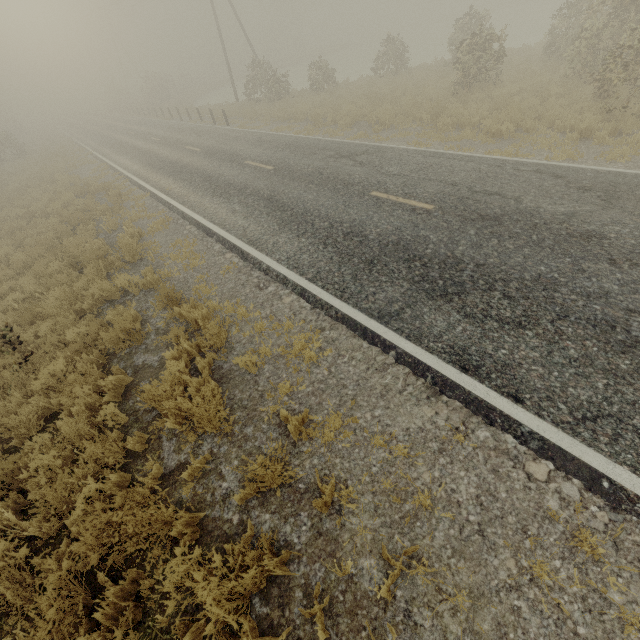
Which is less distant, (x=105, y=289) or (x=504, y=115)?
(x=105, y=289)

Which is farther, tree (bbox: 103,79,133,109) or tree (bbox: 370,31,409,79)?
tree (bbox: 103,79,133,109)

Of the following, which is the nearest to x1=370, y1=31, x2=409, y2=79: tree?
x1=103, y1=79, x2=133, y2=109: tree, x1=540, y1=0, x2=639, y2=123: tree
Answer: x1=540, y1=0, x2=639, y2=123: tree

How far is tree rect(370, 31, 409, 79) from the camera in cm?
2230

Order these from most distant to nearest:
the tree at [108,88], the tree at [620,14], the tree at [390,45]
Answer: the tree at [108,88]
the tree at [390,45]
the tree at [620,14]

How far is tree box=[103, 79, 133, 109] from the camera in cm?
5134

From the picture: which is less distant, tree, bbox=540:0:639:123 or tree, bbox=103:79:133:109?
tree, bbox=540:0:639:123

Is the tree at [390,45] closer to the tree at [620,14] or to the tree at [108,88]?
the tree at [620,14]
